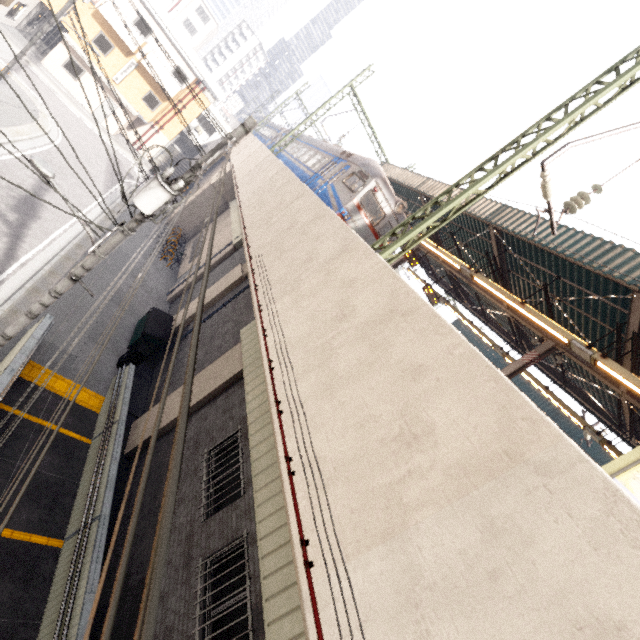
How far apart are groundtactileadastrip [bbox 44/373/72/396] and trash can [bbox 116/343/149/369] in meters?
1.5 m

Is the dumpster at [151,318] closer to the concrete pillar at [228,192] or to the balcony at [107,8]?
the concrete pillar at [228,192]

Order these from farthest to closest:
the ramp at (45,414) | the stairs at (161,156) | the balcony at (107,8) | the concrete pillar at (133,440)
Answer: the stairs at (161,156), the balcony at (107,8), the concrete pillar at (133,440), the ramp at (45,414)

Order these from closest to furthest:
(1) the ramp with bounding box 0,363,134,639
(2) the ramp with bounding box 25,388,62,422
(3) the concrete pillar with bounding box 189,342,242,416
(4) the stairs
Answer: (1) the ramp with bounding box 0,363,134,639 → (2) the ramp with bounding box 25,388,62,422 → (3) the concrete pillar with bounding box 189,342,242,416 → (4) the stairs

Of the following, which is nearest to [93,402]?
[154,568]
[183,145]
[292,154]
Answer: [154,568]

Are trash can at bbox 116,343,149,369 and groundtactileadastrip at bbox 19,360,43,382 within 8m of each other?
yes

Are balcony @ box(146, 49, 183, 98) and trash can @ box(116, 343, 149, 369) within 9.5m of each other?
no

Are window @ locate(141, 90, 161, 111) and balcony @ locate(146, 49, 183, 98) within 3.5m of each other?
yes
